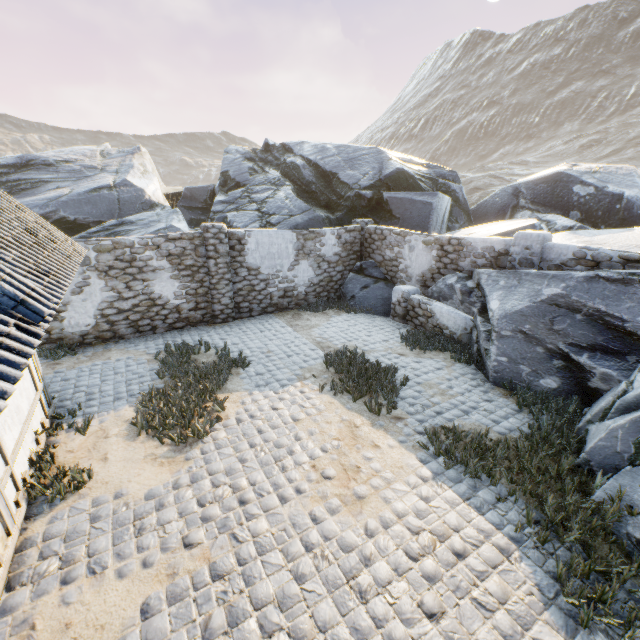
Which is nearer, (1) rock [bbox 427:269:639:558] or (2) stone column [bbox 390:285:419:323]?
(1) rock [bbox 427:269:639:558]

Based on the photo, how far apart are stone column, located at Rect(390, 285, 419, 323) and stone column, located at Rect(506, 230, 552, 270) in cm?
278

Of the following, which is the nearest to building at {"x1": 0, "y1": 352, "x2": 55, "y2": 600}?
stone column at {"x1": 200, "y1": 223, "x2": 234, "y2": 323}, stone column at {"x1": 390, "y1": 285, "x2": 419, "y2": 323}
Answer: stone column at {"x1": 200, "y1": 223, "x2": 234, "y2": 323}

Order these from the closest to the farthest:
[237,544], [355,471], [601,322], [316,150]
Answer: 1. [237,544]
2. [355,471]
3. [601,322]
4. [316,150]

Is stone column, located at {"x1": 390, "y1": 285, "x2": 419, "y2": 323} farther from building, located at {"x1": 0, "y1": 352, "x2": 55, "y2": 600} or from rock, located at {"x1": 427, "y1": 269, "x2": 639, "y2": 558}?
building, located at {"x1": 0, "y1": 352, "x2": 55, "y2": 600}

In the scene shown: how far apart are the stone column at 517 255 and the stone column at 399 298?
2.78m

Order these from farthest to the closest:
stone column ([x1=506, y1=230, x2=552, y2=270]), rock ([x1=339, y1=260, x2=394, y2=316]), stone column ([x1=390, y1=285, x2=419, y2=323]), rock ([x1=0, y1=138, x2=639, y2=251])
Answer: rock ([x1=0, y1=138, x2=639, y2=251]) → rock ([x1=339, y1=260, x2=394, y2=316]) → stone column ([x1=390, y1=285, x2=419, y2=323]) → stone column ([x1=506, y1=230, x2=552, y2=270])

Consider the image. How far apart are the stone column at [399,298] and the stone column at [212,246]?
5.5m
